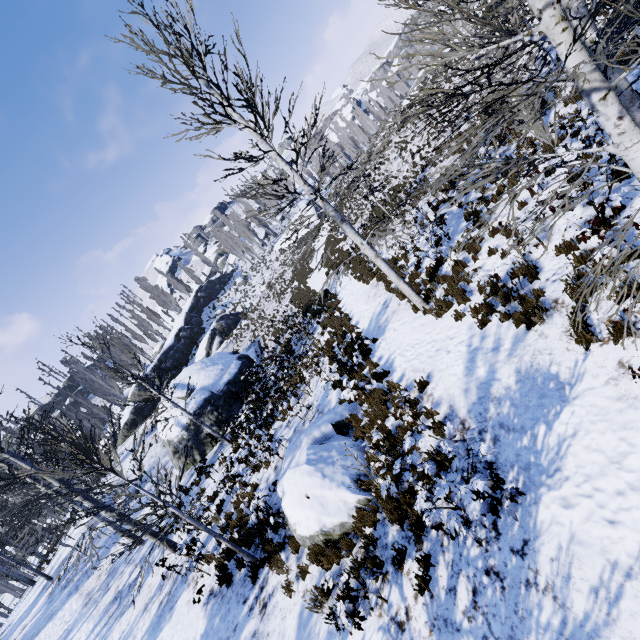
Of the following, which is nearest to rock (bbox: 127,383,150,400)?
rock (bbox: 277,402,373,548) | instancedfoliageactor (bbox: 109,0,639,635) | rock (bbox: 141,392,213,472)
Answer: instancedfoliageactor (bbox: 109,0,639,635)

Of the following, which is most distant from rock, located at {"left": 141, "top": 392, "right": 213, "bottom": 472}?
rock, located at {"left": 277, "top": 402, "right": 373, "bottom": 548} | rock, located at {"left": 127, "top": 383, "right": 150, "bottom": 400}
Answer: rock, located at {"left": 277, "top": 402, "right": 373, "bottom": 548}

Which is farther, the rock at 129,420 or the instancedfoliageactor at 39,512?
the rock at 129,420

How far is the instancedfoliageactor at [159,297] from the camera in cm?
5781

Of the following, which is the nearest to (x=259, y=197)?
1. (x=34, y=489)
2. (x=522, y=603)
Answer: (x=522, y=603)

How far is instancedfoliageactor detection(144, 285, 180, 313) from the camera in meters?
57.8

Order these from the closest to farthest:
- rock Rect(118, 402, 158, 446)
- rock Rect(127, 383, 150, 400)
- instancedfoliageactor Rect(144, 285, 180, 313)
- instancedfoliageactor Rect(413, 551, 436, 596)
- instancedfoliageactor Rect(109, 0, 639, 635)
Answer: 1. instancedfoliageactor Rect(109, 0, 639, 635)
2. instancedfoliageactor Rect(413, 551, 436, 596)
3. rock Rect(118, 402, 158, 446)
4. rock Rect(127, 383, 150, 400)
5. instancedfoliageactor Rect(144, 285, 180, 313)
